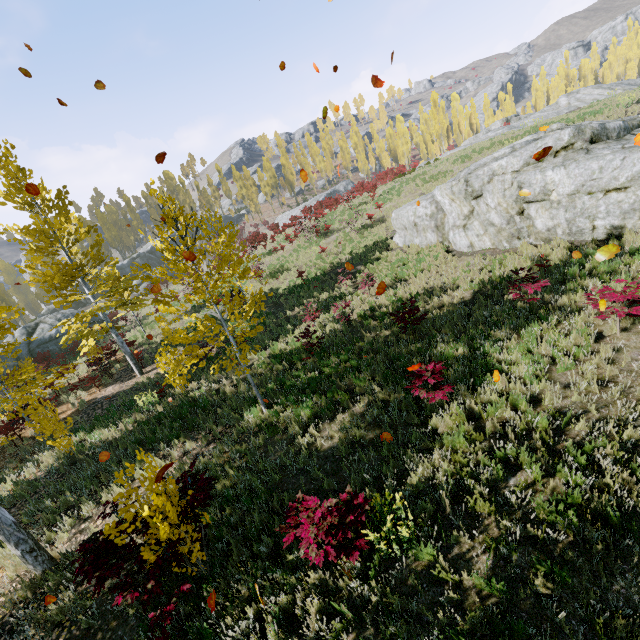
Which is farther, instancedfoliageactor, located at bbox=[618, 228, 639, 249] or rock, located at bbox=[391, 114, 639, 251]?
rock, located at bbox=[391, 114, 639, 251]

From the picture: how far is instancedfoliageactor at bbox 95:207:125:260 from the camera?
55.9m

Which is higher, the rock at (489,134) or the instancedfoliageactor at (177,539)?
the rock at (489,134)

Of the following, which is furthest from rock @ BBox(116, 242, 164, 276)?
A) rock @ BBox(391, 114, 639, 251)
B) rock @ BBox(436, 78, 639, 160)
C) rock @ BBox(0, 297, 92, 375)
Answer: rock @ BBox(391, 114, 639, 251)

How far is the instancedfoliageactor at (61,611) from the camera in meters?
5.2 m

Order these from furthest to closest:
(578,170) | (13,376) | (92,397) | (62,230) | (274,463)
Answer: (13,376) → (92,397) → (62,230) → (578,170) → (274,463)
